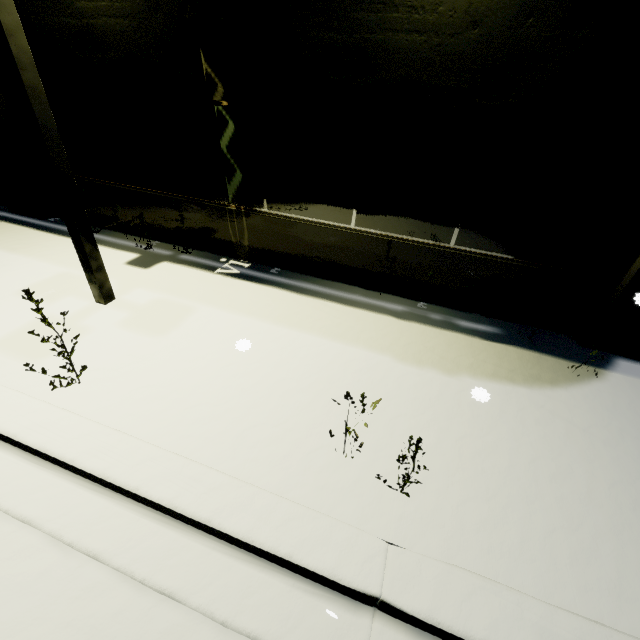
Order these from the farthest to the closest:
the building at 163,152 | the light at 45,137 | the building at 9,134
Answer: the building at 9,134
the building at 163,152
the light at 45,137

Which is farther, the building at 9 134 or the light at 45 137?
the building at 9 134

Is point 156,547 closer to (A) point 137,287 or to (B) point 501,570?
(B) point 501,570

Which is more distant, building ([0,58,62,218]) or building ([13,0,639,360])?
building ([0,58,62,218])

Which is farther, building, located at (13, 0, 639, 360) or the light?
building, located at (13, 0, 639, 360)

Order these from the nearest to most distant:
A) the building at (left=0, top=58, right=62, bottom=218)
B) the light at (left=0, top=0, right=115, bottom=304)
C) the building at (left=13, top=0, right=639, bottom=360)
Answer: the light at (left=0, top=0, right=115, bottom=304), the building at (left=13, top=0, right=639, bottom=360), the building at (left=0, top=58, right=62, bottom=218)
